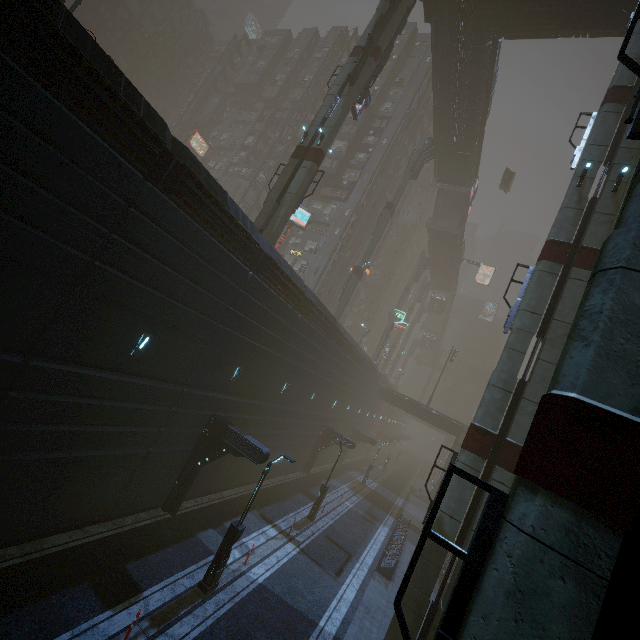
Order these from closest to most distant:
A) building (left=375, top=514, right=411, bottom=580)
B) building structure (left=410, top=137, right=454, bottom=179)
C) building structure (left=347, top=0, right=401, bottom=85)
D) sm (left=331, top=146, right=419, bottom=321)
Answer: building (left=375, top=514, right=411, bottom=580)
building structure (left=347, top=0, right=401, bottom=85)
sm (left=331, top=146, right=419, bottom=321)
building structure (left=410, top=137, right=454, bottom=179)

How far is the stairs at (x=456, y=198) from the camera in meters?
46.3 m

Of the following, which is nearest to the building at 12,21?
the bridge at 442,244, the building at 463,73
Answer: the bridge at 442,244

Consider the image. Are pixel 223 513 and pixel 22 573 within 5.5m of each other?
no

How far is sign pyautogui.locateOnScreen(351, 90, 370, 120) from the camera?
24.98m

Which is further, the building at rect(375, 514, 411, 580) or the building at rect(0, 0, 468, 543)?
the building at rect(375, 514, 411, 580)

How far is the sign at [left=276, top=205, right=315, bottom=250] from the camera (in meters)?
34.12

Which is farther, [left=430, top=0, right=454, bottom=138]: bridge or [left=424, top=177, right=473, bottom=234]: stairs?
[left=424, top=177, right=473, bottom=234]: stairs
